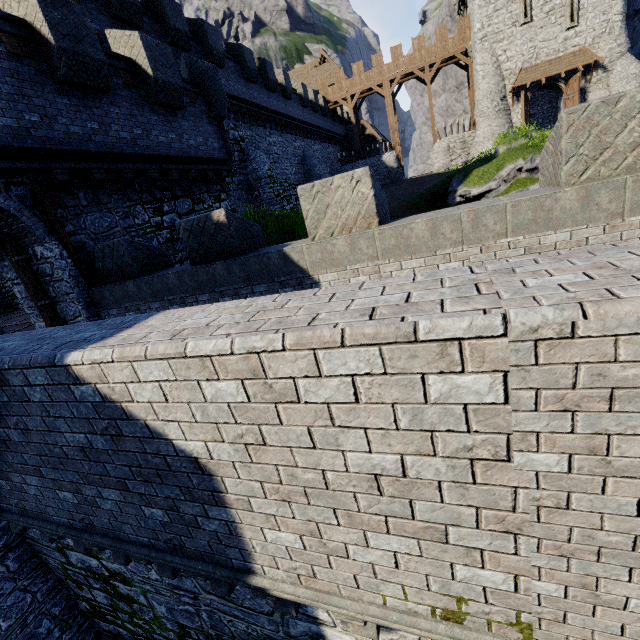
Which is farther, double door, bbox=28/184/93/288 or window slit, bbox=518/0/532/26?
window slit, bbox=518/0/532/26

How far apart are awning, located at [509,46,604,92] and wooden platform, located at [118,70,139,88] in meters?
29.8 m

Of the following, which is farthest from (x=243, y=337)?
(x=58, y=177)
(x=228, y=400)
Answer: (x=58, y=177)

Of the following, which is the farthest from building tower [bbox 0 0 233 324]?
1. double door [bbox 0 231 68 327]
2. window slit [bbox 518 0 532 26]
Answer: window slit [bbox 518 0 532 26]

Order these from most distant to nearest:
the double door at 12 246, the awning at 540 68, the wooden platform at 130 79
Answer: the awning at 540 68
the wooden platform at 130 79
the double door at 12 246

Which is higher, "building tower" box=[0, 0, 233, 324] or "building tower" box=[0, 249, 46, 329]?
"building tower" box=[0, 0, 233, 324]

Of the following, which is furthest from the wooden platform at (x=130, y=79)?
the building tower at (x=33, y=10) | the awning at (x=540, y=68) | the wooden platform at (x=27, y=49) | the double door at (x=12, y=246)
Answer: the awning at (x=540, y=68)

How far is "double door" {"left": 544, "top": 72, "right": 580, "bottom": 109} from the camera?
25.3m
